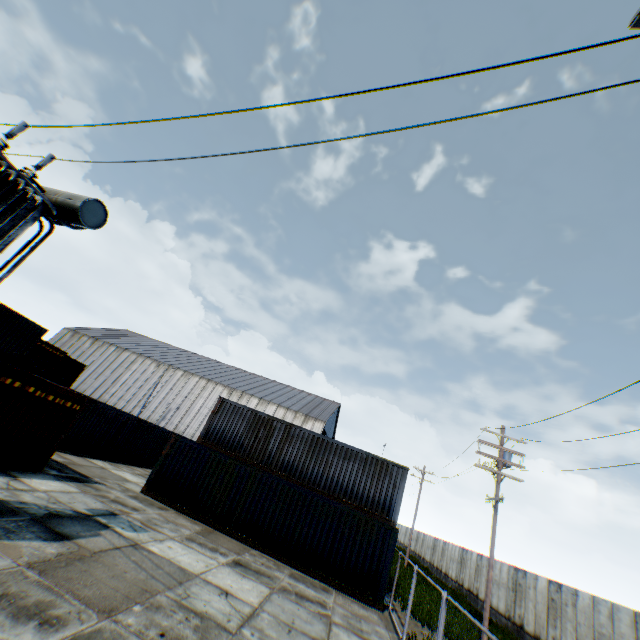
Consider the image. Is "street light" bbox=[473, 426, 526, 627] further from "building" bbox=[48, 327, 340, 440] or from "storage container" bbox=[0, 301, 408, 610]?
"building" bbox=[48, 327, 340, 440]

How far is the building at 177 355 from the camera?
44.62m

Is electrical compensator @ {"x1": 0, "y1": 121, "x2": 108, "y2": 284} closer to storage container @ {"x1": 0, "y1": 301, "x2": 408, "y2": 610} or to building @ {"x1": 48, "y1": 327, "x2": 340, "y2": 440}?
storage container @ {"x1": 0, "y1": 301, "x2": 408, "y2": 610}

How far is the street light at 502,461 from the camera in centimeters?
1447cm

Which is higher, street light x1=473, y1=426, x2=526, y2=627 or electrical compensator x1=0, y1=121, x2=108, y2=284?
street light x1=473, y1=426, x2=526, y2=627

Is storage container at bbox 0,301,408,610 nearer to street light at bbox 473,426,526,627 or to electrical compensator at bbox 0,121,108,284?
street light at bbox 473,426,526,627

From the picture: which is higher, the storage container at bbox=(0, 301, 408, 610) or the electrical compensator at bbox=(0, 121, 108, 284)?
the electrical compensator at bbox=(0, 121, 108, 284)

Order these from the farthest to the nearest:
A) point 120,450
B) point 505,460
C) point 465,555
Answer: point 465,555
point 120,450
point 505,460
